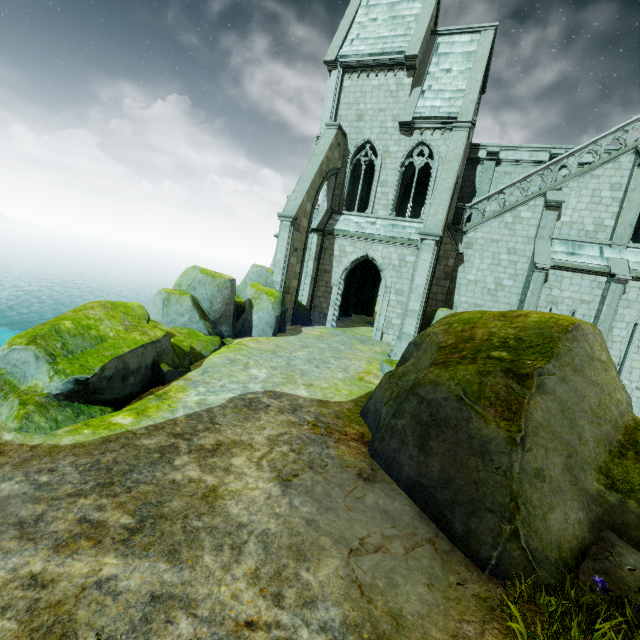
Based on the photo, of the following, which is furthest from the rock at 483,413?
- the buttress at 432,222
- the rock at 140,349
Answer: the rock at 140,349

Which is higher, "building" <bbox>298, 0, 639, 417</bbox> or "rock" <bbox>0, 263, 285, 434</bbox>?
"building" <bbox>298, 0, 639, 417</bbox>

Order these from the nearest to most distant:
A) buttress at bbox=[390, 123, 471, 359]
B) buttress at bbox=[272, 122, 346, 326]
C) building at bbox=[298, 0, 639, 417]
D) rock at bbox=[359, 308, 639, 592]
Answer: rock at bbox=[359, 308, 639, 592], buttress at bbox=[390, 123, 471, 359], building at bbox=[298, 0, 639, 417], buttress at bbox=[272, 122, 346, 326]

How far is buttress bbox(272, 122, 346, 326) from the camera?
16.17m

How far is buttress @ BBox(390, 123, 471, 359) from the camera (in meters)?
13.73

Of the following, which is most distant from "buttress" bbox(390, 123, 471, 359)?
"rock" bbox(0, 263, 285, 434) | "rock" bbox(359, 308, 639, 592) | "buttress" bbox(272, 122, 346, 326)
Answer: "buttress" bbox(272, 122, 346, 326)

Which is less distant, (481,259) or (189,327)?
(189,327)

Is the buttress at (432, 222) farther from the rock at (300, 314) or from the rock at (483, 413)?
the rock at (300, 314)
